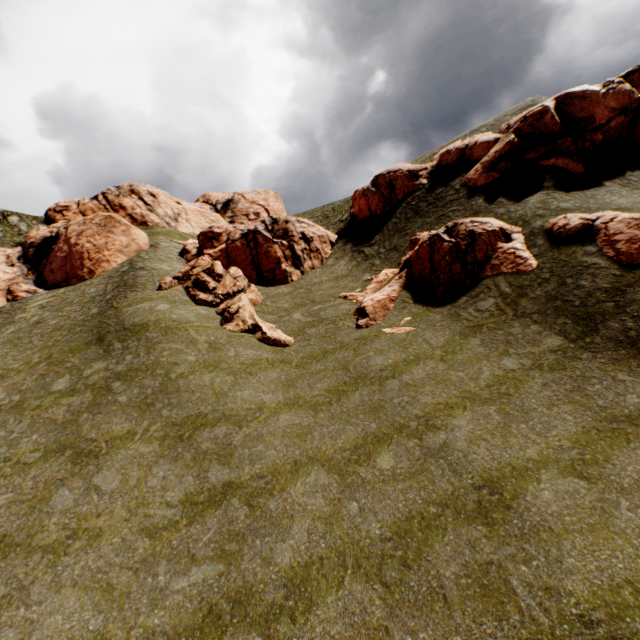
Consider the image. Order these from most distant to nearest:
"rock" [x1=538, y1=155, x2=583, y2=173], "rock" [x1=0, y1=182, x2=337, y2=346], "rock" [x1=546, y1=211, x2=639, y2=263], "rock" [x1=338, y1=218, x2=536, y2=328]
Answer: "rock" [x1=0, y1=182, x2=337, y2=346]
"rock" [x1=538, y1=155, x2=583, y2=173]
"rock" [x1=338, y1=218, x2=536, y2=328]
"rock" [x1=546, y1=211, x2=639, y2=263]

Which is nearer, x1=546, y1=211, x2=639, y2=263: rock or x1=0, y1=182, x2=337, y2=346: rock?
x1=546, y1=211, x2=639, y2=263: rock

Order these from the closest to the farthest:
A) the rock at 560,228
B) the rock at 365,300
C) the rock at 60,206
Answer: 1. the rock at 560,228
2. the rock at 365,300
3. the rock at 60,206

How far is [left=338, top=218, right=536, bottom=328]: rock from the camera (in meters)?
16.95

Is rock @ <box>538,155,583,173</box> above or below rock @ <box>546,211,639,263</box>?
above

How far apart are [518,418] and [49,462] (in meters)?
16.94

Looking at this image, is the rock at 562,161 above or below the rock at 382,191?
below
